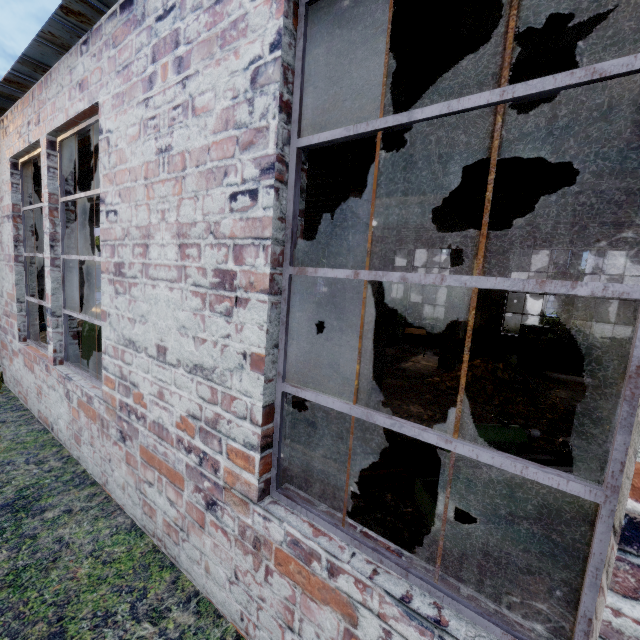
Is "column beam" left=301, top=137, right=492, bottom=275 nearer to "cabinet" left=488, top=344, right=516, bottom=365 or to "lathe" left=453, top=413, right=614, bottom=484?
"cabinet" left=488, top=344, right=516, bottom=365

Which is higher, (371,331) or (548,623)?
(371,331)

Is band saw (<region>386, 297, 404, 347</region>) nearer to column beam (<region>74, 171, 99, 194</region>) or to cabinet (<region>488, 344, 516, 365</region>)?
column beam (<region>74, 171, 99, 194</region>)

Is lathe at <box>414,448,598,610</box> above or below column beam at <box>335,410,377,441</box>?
above

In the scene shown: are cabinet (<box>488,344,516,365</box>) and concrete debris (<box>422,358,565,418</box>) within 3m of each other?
yes

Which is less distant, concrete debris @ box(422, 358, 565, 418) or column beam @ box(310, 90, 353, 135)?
column beam @ box(310, 90, 353, 135)

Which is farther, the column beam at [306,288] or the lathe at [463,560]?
the column beam at [306,288]

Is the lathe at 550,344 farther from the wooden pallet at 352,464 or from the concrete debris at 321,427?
the concrete debris at 321,427
